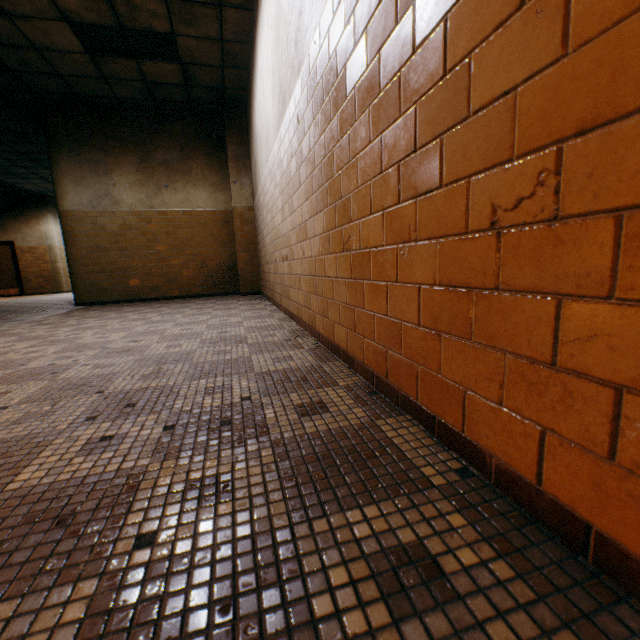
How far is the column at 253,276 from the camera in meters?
6.8

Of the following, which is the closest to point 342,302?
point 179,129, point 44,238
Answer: point 179,129

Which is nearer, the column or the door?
the column

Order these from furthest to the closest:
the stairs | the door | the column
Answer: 1. the door
2. the stairs
3. the column

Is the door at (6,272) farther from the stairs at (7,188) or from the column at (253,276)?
the column at (253,276)

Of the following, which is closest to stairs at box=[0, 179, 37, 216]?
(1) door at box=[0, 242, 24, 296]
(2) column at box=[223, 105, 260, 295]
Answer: (1) door at box=[0, 242, 24, 296]

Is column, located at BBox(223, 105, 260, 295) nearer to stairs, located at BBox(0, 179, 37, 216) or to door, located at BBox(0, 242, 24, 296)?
stairs, located at BBox(0, 179, 37, 216)
